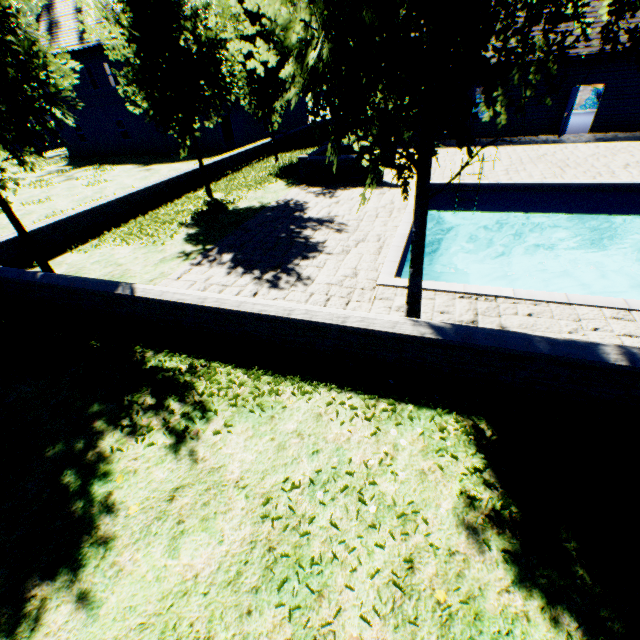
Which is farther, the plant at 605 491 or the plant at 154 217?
the plant at 154 217

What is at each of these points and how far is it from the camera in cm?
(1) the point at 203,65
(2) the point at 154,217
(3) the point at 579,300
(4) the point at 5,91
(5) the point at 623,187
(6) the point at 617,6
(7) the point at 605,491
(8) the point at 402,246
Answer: (1) tree, 1074
(2) plant, 1165
(3) swimming pool, 554
(4) tree, 625
(5) swimming pool, 1041
(6) tree, 290
(7) plant, 309
(8) swimming pool, 791

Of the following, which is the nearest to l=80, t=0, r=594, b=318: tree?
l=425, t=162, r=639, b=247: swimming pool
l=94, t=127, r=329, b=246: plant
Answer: l=425, t=162, r=639, b=247: swimming pool

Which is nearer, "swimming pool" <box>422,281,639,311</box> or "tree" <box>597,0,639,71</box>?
"tree" <box>597,0,639,71</box>

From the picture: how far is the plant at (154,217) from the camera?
10.6m

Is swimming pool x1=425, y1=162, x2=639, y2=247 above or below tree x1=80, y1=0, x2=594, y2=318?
below

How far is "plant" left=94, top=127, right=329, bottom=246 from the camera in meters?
10.6

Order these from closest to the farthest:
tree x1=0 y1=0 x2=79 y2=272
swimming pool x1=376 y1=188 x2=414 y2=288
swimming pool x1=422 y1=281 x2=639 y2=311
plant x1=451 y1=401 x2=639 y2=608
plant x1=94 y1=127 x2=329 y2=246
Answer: plant x1=451 y1=401 x2=639 y2=608
swimming pool x1=422 y1=281 x2=639 y2=311
tree x1=0 y1=0 x2=79 y2=272
swimming pool x1=376 y1=188 x2=414 y2=288
plant x1=94 y1=127 x2=329 y2=246
